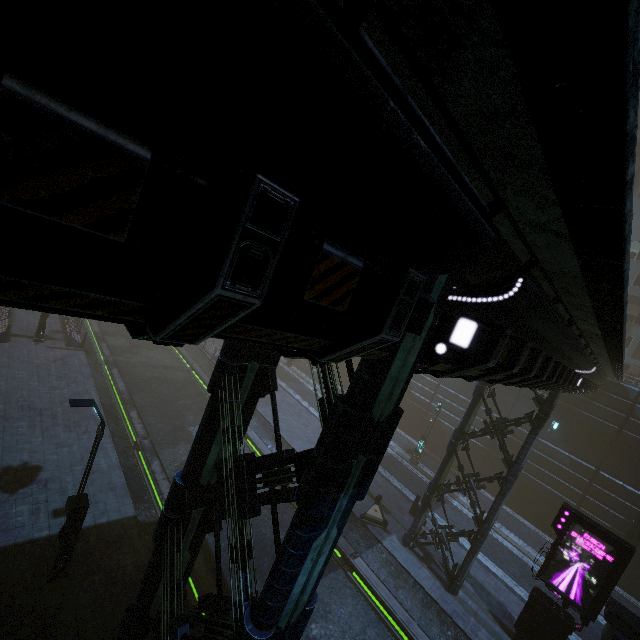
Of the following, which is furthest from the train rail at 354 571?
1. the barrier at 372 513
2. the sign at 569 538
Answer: the sign at 569 538

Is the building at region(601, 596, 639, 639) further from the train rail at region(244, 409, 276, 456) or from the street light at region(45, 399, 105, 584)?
the street light at region(45, 399, 105, 584)

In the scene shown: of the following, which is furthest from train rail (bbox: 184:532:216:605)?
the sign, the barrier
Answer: the sign

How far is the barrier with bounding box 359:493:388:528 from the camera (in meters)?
16.84

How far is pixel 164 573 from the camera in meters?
6.0

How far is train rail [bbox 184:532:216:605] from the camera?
11.0 meters

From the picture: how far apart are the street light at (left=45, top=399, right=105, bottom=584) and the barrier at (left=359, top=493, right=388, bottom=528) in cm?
1232
